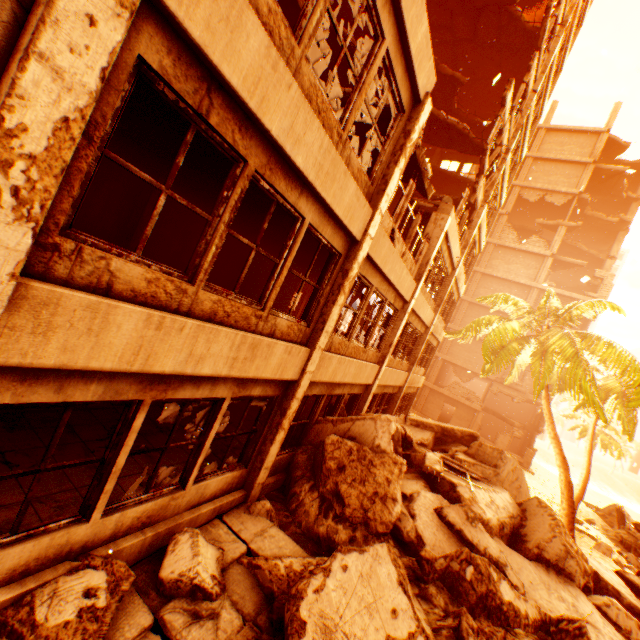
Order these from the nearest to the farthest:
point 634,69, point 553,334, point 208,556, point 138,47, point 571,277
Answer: point 138,47 → point 208,556 → point 634,69 → point 553,334 → point 571,277

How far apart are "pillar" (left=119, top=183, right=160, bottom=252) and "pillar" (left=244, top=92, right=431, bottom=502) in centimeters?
663cm

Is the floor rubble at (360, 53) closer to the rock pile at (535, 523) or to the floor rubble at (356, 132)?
the floor rubble at (356, 132)

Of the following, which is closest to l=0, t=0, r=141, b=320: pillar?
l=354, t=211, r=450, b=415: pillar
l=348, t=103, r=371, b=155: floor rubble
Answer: l=348, t=103, r=371, b=155: floor rubble

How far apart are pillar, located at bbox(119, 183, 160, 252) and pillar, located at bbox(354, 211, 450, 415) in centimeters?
810cm

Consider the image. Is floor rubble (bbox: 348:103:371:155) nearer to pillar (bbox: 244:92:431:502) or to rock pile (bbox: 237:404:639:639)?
pillar (bbox: 244:92:431:502)

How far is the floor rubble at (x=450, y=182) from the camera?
7.83m

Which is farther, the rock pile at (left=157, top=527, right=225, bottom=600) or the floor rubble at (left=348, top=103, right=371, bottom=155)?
the floor rubble at (left=348, top=103, right=371, bottom=155)
